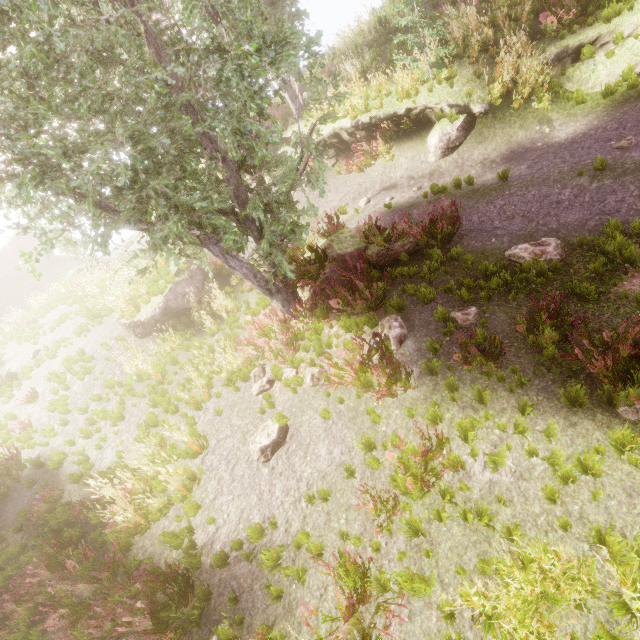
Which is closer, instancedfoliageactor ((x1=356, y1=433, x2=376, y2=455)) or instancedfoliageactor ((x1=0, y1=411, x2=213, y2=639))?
instancedfoliageactor ((x1=0, y1=411, x2=213, y2=639))

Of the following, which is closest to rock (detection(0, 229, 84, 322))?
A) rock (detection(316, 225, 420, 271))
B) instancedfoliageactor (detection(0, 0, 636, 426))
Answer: instancedfoliageactor (detection(0, 0, 636, 426))

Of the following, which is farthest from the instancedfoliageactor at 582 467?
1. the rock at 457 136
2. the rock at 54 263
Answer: the rock at 457 136

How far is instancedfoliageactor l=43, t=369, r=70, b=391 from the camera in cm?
1130

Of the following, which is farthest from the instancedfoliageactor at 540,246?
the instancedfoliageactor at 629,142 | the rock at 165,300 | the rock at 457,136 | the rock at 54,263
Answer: the rock at 457,136

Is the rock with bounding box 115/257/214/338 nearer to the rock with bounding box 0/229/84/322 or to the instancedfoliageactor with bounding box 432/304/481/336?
the instancedfoliageactor with bounding box 432/304/481/336

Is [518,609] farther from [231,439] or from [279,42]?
[279,42]
